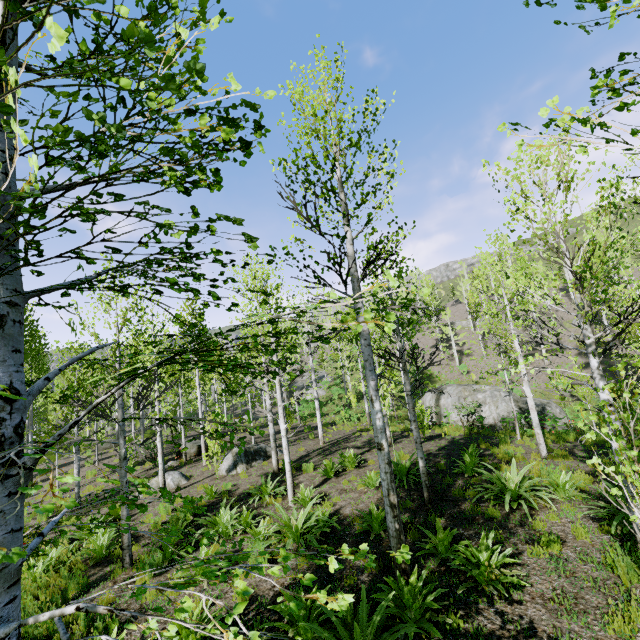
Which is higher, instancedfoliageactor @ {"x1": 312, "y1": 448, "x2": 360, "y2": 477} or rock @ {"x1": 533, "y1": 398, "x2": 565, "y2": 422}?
instancedfoliageactor @ {"x1": 312, "y1": 448, "x2": 360, "y2": 477}

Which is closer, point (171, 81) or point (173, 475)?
point (171, 81)

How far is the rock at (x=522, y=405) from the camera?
20.28m

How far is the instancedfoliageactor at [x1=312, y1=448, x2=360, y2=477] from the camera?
11.1m

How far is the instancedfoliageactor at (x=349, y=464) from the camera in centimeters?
1108cm

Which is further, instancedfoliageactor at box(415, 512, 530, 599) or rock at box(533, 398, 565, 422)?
rock at box(533, 398, 565, 422)

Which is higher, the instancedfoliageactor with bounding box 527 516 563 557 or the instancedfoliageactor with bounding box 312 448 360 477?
the instancedfoliageactor with bounding box 312 448 360 477
